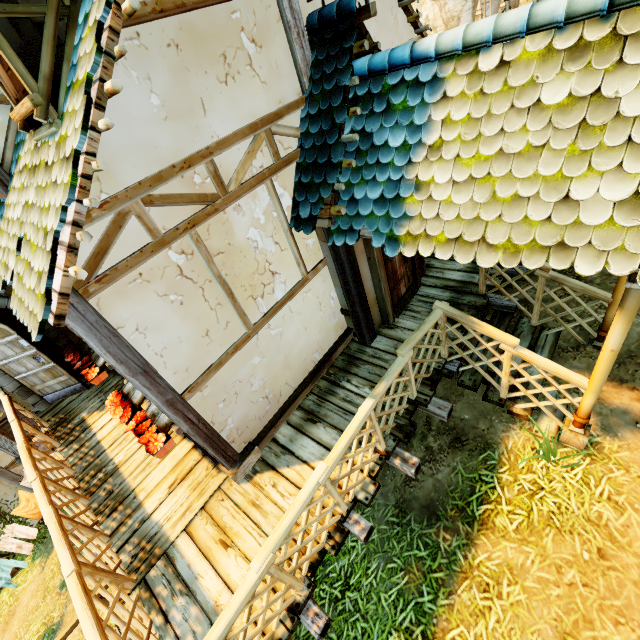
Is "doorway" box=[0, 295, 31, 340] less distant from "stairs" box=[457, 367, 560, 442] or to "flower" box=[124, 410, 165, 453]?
"flower" box=[124, 410, 165, 453]

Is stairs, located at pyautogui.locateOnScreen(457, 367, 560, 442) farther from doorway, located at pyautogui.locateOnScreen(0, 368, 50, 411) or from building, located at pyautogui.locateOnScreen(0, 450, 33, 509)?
doorway, located at pyautogui.locateOnScreen(0, 368, 50, 411)

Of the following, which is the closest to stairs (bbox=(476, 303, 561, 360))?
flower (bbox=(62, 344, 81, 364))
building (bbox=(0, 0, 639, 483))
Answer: building (bbox=(0, 0, 639, 483))

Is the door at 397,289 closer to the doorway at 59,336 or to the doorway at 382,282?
the doorway at 382,282

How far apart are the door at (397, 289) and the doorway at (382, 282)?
0.0 meters

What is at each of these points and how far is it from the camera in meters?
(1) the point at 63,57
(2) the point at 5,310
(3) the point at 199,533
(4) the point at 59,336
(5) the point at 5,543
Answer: (1) chimney, 2.7
(2) doorway, 6.1
(3) wooden platform, 4.0
(4) doorway, 6.8
(5) linen, 8.3

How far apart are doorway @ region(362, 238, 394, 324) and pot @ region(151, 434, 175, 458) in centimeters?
372cm

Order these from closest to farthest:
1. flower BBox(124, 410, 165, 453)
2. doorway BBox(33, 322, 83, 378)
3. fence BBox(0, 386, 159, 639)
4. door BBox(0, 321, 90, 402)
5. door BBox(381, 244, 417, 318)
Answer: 1. fence BBox(0, 386, 159, 639)
2. flower BBox(124, 410, 165, 453)
3. door BBox(381, 244, 417, 318)
4. door BBox(0, 321, 90, 402)
5. doorway BBox(33, 322, 83, 378)
